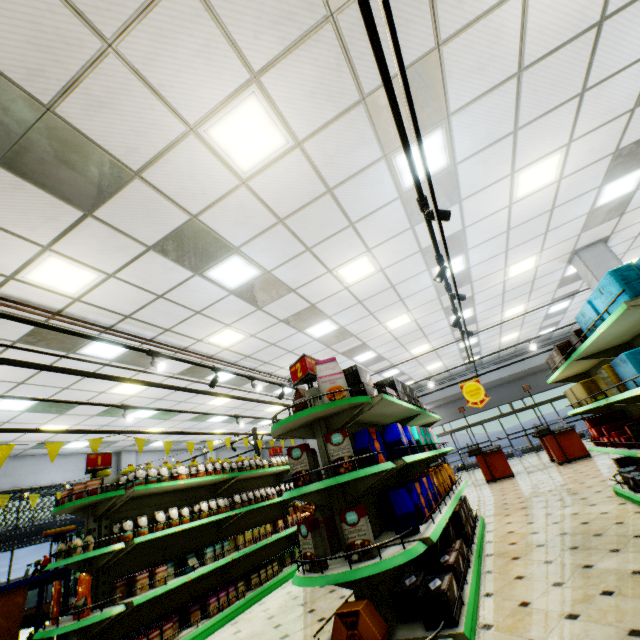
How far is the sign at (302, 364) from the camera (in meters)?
3.23

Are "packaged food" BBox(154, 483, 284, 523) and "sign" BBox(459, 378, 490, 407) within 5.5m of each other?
no

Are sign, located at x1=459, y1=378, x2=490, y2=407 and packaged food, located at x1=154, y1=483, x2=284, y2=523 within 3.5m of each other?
no

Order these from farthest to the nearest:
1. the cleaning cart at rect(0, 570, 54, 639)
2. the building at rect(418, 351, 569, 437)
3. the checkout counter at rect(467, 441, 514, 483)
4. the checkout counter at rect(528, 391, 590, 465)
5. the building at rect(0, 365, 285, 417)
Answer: the building at rect(418, 351, 569, 437)
the checkout counter at rect(467, 441, 514, 483)
the checkout counter at rect(528, 391, 590, 465)
the building at rect(0, 365, 285, 417)
the cleaning cart at rect(0, 570, 54, 639)

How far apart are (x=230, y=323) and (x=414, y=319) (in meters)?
5.57

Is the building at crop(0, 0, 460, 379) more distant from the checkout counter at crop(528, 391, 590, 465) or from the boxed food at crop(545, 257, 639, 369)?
the boxed food at crop(545, 257, 639, 369)

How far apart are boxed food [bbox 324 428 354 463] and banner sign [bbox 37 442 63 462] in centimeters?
405cm

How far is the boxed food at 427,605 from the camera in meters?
2.5
